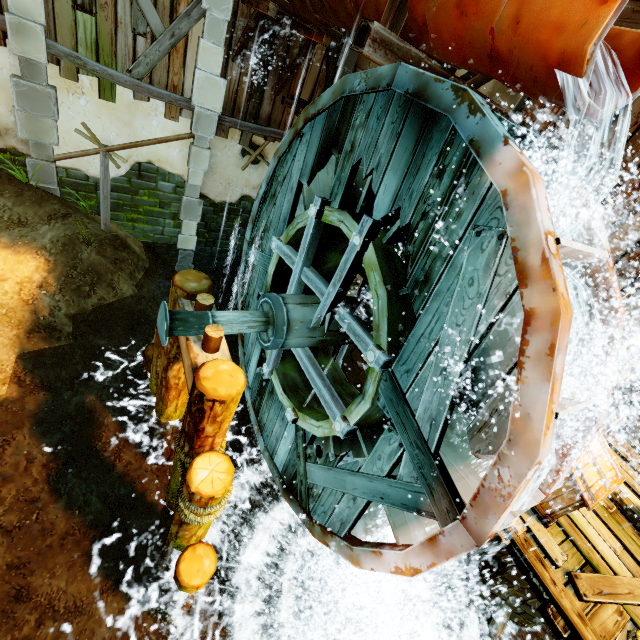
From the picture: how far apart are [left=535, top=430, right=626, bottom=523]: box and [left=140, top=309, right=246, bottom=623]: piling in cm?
407

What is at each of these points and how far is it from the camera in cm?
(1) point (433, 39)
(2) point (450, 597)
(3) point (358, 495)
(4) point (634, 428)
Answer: (1) drain, 341
(2) stone arch, 622
(3) water wheel, 392
(4) barrel, 707

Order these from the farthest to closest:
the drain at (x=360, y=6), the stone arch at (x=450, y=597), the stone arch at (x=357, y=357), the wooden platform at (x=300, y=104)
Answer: the wooden platform at (x=300, y=104) → the stone arch at (x=357, y=357) → the stone arch at (x=450, y=597) → the drain at (x=360, y=6)

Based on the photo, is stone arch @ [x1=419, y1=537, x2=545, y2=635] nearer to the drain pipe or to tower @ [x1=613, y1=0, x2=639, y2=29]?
tower @ [x1=613, y1=0, x2=639, y2=29]

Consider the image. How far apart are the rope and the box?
4.1 meters

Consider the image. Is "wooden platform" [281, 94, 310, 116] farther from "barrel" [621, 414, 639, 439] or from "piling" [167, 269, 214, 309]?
"barrel" [621, 414, 639, 439]

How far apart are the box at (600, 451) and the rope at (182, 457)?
4.1m

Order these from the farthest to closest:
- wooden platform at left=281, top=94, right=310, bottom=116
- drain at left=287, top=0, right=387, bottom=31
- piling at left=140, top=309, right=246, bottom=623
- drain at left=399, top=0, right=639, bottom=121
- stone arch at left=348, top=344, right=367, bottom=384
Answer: wooden platform at left=281, top=94, right=310, bottom=116 < stone arch at left=348, top=344, right=367, bottom=384 < drain at left=287, top=0, right=387, bottom=31 < piling at left=140, top=309, right=246, bottom=623 < drain at left=399, top=0, right=639, bottom=121
